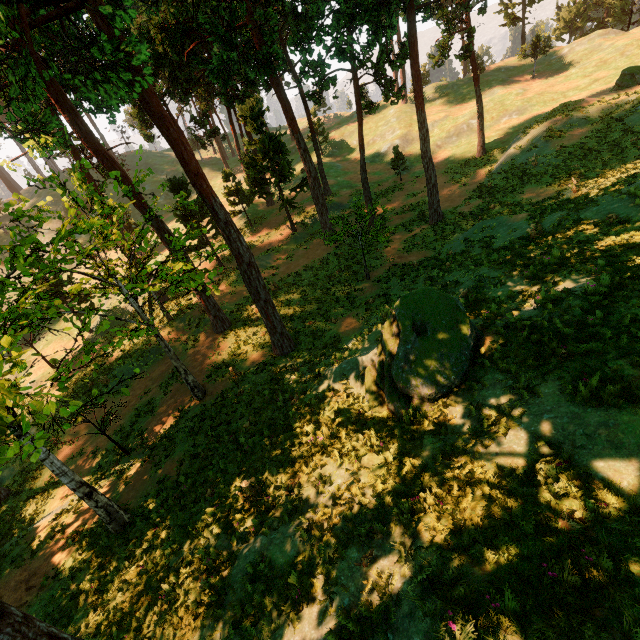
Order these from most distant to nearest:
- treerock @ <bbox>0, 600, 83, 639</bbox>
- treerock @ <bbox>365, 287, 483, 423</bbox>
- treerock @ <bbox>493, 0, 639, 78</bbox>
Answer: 1. treerock @ <bbox>493, 0, 639, 78</bbox>
2. treerock @ <bbox>365, 287, 483, 423</bbox>
3. treerock @ <bbox>0, 600, 83, 639</bbox>

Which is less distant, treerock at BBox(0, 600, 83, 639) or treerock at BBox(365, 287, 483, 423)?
treerock at BBox(0, 600, 83, 639)

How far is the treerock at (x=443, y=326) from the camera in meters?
8.5 m

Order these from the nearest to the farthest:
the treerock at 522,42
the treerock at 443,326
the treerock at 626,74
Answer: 1. the treerock at 443,326
2. the treerock at 626,74
3. the treerock at 522,42

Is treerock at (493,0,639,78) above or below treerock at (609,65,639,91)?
above

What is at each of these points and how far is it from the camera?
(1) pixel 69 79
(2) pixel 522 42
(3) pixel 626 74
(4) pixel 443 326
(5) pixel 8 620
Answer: (1) treerock, 17.7 meters
(2) treerock, 50.3 meters
(3) treerock, 27.6 meters
(4) treerock, 9.0 meters
(5) treerock, 5.1 meters
